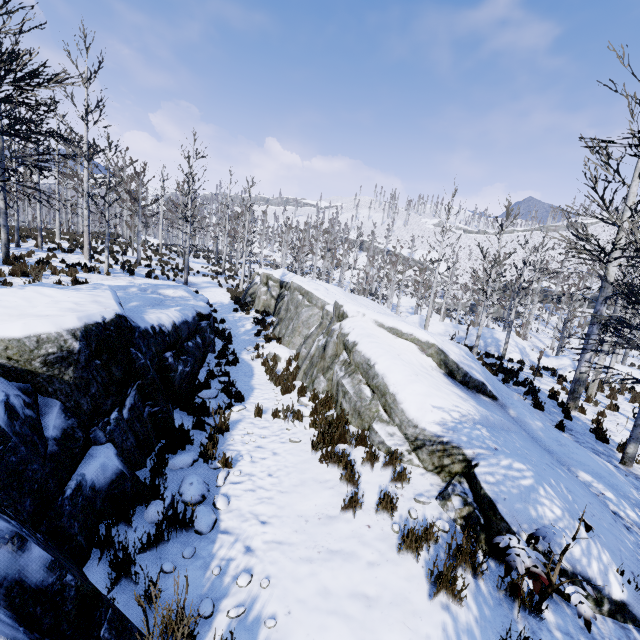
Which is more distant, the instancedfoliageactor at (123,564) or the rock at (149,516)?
the rock at (149,516)

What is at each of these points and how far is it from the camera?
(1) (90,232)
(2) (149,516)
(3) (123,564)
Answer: (1) instancedfoliageactor, 26.17m
(2) rock, 3.70m
(3) instancedfoliageactor, 2.89m

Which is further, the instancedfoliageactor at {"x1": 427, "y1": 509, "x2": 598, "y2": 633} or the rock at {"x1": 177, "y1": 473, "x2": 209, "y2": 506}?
the rock at {"x1": 177, "y1": 473, "x2": 209, "y2": 506}

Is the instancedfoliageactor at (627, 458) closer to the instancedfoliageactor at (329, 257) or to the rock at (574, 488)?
the rock at (574, 488)

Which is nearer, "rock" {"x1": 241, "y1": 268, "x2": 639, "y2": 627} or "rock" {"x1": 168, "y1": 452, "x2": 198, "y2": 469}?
"rock" {"x1": 241, "y1": 268, "x2": 639, "y2": 627}

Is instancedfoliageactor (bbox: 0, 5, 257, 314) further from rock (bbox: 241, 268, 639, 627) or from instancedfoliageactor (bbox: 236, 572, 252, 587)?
instancedfoliageactor (bbox: 236, 572, 252, 587)

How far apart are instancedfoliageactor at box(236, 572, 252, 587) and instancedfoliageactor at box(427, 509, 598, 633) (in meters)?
2.34

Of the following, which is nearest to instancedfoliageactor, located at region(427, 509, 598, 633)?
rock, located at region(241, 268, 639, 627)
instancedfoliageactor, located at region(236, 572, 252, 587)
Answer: rock, located at region(241, 268, 639, 627)
